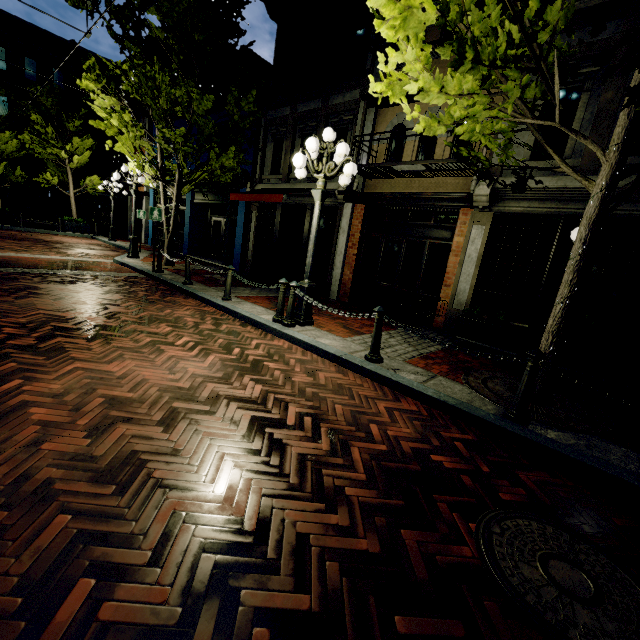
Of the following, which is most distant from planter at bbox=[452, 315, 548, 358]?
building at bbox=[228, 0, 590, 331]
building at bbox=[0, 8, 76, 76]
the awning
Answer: building at bbox=[0, 8, 76, 76]

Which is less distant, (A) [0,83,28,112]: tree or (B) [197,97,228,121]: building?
(B) [197,97,228,121]: building

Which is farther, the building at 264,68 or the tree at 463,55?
the building at 264,68

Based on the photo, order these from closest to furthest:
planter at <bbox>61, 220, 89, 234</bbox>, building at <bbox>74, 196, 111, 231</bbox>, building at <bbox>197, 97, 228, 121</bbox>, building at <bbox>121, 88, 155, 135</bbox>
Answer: building at <bbox>197, 97, 228, 121</bbox> → building at <bbox>121, 88, 155, 135</bbox> → planter at <bbox>61, 220, 89, 234</bbox> → building at <bbox>74, 196, 111, 231</bbox>

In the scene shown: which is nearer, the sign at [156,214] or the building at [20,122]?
the sign at [156,214]

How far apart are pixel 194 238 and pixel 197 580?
18.0m

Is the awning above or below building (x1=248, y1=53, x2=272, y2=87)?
below

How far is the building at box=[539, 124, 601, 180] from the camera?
6.2 meters
